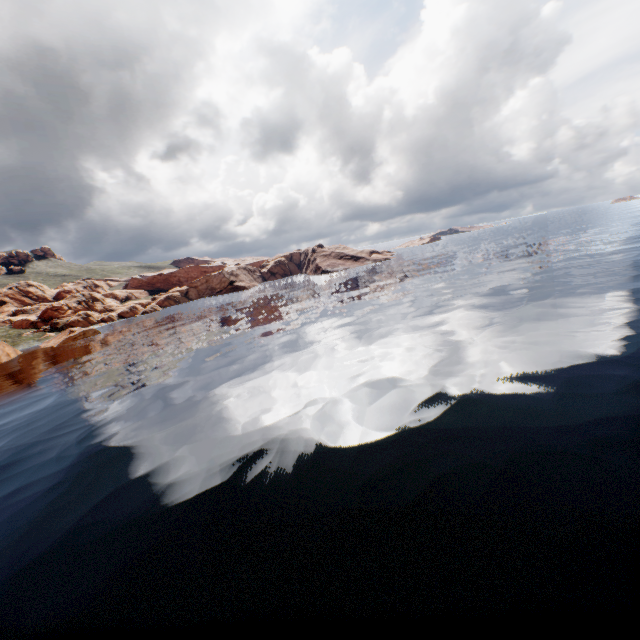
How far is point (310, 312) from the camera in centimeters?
4619cm
